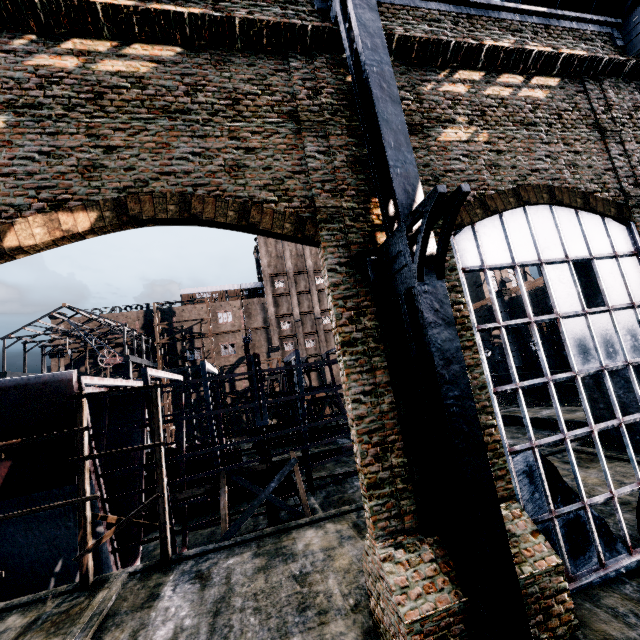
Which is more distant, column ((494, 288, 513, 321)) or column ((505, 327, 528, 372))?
column ((494, 288, 513, 321))

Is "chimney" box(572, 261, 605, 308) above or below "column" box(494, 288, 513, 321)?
below

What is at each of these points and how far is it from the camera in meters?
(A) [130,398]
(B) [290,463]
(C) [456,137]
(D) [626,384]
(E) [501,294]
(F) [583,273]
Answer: (A) ship construction, 23.2
(B) wooden support structure, 17.9
(C) building, 10.8
(D) chimney, 17.2
(E) column, 37.7
(F) chimney, 18.5

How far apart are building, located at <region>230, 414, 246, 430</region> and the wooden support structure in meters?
41.9

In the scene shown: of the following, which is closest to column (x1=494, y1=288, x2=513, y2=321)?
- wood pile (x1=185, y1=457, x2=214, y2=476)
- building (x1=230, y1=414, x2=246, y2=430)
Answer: wood pile (x1=185, y1=457, x2=214, y2=476)

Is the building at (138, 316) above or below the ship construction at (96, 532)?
above

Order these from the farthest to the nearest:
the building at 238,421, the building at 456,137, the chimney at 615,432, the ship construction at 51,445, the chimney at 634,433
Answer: the building at 238,421, the chimney at 615,432, the chimney at 634,433, the ship construction at 51,445, the building at 456,137

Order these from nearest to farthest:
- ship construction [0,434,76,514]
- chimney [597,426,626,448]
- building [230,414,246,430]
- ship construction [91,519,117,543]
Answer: ship construction [0,434,76,514] → ship construction [91,519,117,543] → chimney [597,426,626,448] → building [230,414,246,430]
